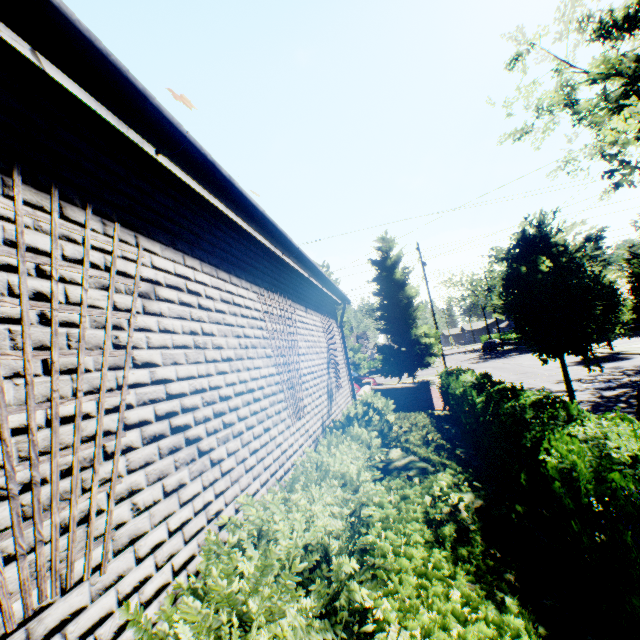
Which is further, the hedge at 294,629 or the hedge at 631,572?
the hedge at 631,572

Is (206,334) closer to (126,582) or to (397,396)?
(126,582)

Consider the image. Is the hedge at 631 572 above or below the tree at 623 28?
below

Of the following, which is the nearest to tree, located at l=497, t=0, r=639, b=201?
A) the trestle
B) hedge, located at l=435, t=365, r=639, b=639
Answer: hedge, located at l=435, t=365, r=639, b=639

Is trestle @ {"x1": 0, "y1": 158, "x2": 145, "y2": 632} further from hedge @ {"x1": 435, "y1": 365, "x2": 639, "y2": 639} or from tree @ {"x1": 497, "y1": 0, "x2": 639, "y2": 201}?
tree @ {"x1": 497, "y1": 0, "x2": 639, "y2": 201}

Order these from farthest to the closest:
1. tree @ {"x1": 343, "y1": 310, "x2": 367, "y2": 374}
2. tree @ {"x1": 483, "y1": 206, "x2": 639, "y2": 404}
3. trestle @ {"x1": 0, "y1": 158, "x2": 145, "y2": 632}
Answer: tree @ {"x1": 343, "y1": 310, "x2": 367, "y2": 374}
tree @ {"x1": 483, "y1": 206, "x2": 639, "y2": 404}
trestle @ {"x1": 0, "y1": 158, "x2": 145, "y2": 632}

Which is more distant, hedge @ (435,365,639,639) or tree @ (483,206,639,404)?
tree @ (483,206,639,404)

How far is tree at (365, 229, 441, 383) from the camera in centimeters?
2375cm
